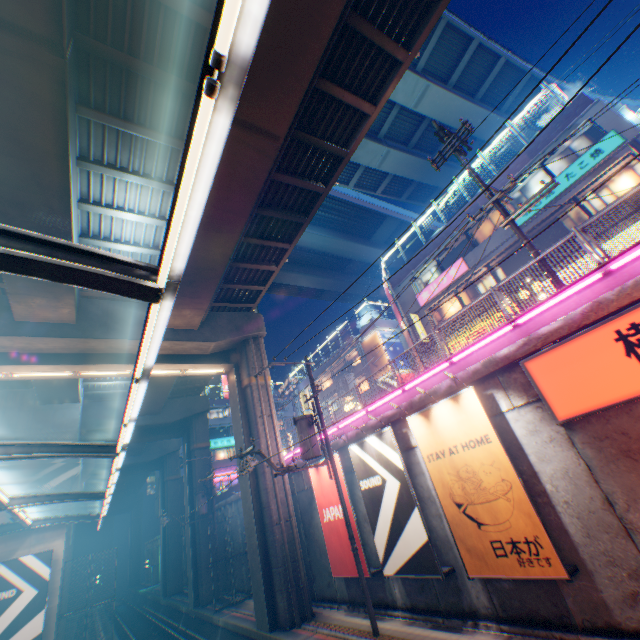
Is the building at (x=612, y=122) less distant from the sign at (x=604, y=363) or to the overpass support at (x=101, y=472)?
the sign at (x=604, y=363)

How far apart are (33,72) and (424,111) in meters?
27.1

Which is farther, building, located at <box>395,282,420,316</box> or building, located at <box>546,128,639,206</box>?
building, located at <box>395,282,420,316</box>

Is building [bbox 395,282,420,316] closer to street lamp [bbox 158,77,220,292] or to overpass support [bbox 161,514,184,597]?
overpass support [bbox 161,514,184,597]

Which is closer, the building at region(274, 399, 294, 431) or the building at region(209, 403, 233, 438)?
the building at region(209, 403, 233, 438)

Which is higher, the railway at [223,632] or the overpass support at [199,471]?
the overpass support at [199,471]

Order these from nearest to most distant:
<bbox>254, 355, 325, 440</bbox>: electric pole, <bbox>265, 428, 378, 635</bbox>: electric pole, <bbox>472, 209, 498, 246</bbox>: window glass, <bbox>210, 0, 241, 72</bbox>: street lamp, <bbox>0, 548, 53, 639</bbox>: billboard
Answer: <bbox>210, 0, 241, 72</bbox>: street lamp
<bbox>265, 428, 378, 635</bbox>: electric pole
<bbox>254, 355, 325, 440</bbox>: electric pole
<bbox>0, 548, 53, 639</bbox>: billboard
<bbox>472, 209, 498, 246</bbox>: window glass

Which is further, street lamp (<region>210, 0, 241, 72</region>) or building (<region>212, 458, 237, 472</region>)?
building (<region>212, 458, 237, 472</region>)
